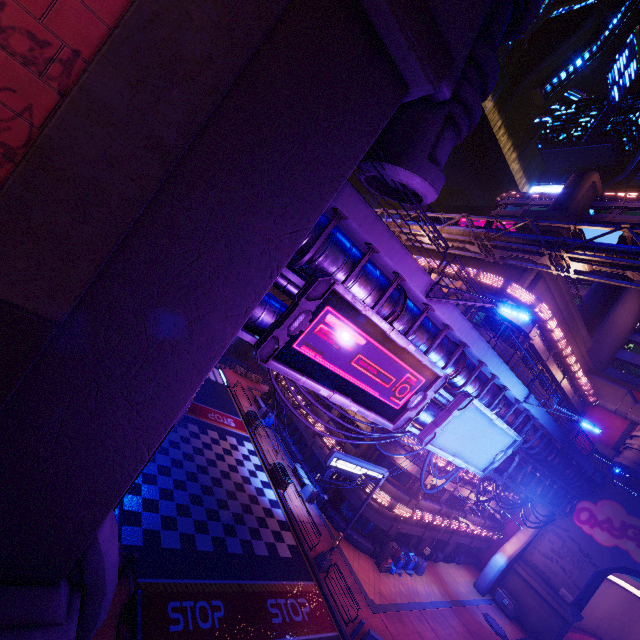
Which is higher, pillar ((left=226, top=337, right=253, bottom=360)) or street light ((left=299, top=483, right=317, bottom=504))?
pillar ((left=226, top=337, right=253, bottom=360))

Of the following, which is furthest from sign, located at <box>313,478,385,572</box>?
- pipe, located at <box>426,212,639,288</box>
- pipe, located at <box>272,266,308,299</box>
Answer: pipe, located at <box>426,212,639,288</box>

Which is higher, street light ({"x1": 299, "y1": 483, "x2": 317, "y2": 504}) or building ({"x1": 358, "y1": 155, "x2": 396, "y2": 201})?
building ({"x1": 358, "y1": 155, "x2": 396, "y2": 201})

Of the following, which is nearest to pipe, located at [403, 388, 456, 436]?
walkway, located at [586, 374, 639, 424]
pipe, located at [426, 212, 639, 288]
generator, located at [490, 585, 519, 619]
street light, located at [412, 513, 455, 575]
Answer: street light, located at [412, 513, 455, 575]

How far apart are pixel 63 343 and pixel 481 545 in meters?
44.0 m

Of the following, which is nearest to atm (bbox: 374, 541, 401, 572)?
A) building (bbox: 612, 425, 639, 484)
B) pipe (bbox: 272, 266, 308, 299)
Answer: pipe (bbox: 272, 266, 308, 299)

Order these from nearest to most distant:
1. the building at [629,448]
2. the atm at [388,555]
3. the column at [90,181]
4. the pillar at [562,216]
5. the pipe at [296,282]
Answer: the column at [90,181]
the pipe at [296,282]
the atm at [388,555]
the pillar at [562,216]
the building at [629,448]

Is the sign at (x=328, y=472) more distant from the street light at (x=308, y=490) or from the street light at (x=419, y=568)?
the street light at (x=419, y=568)
